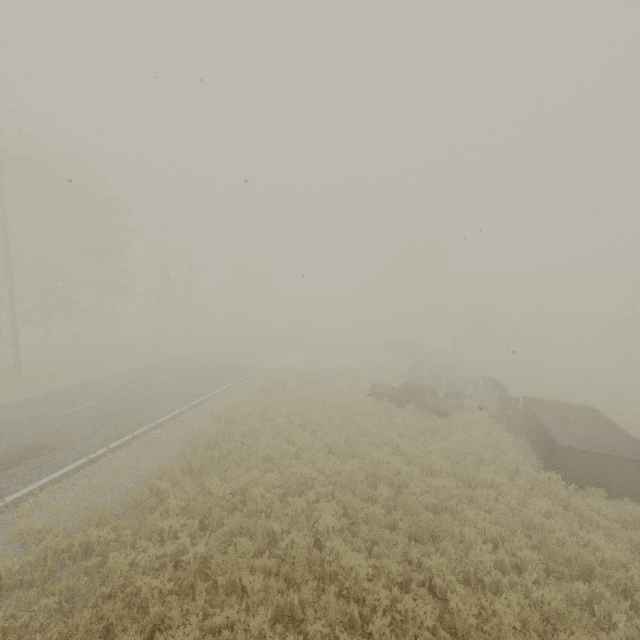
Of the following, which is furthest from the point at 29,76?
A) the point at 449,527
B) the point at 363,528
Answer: the point at 449,527

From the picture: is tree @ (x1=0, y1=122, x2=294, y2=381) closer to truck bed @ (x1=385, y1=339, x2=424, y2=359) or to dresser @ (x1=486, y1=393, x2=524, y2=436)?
truck bed @ (x1=385, y1=339, x2=424, y2=359)

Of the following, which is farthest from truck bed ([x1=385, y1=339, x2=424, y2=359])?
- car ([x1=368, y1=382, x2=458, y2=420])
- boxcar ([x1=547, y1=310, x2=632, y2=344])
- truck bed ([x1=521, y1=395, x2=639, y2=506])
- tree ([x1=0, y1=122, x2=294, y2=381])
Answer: boxcar ([x1=547, y1=310, x2=632, y2=344])

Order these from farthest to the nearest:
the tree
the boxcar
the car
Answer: the boxcar, the tree, the car

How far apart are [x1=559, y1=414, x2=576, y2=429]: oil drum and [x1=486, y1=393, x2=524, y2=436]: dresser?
0.3 meters

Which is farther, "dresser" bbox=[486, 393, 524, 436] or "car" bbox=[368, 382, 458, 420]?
"car" bbox=[368, 382, 458, 420]

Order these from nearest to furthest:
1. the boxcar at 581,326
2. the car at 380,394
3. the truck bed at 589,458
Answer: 1. the truck bed at 589,458
2. the car at 380,394
3. the boxcar at 581,326

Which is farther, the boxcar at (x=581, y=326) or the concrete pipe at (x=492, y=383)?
the boxcar at (x=581, y=326)
